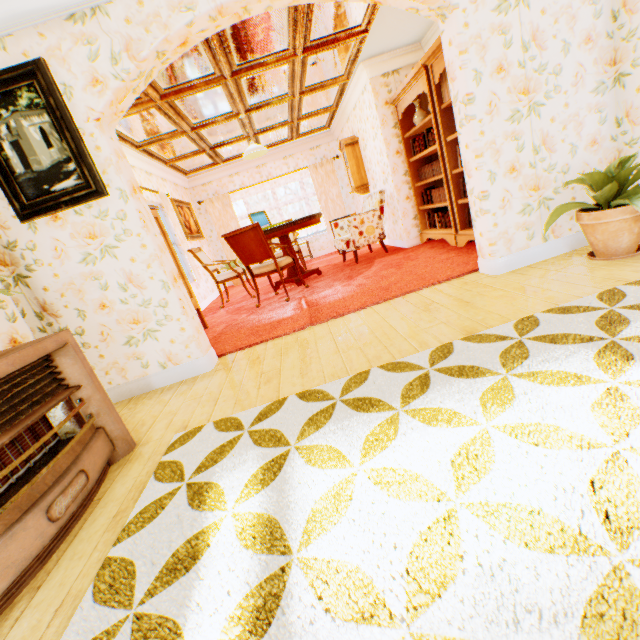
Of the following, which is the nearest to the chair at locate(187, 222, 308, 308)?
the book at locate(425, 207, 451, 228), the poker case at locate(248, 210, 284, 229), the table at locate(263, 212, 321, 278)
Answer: the table at locate(263, 212, 321, 278)

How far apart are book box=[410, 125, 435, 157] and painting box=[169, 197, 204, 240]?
5.1m

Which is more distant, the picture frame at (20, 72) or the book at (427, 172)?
the book at (427, 172)

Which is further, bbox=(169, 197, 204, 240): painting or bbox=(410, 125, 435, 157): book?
bbox=(169, 197, 204, 240): painting

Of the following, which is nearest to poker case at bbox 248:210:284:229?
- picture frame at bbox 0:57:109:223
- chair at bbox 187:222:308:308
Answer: chair at bbox 187:222:308:308

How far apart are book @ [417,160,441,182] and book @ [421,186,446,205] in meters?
0.2 m

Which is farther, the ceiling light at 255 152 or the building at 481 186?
the ceiling light at 255 152

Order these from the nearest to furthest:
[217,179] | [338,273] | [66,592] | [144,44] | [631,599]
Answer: [631,599] → [66,592] → [144,44] → [338,273] → [217,179]
